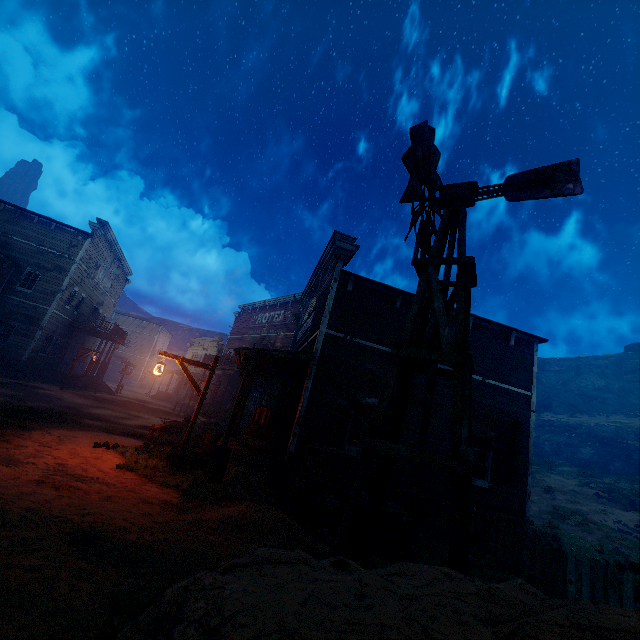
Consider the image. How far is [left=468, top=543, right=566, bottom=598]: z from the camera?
7.20m

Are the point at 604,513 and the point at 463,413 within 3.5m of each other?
no

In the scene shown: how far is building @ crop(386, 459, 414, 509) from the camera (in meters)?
9.48

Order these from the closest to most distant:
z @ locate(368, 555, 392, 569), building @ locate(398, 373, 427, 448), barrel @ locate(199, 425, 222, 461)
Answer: z @ locate(368, 555, 392, 569) → building @ locate(398, 373, 427, 448) → barrel @ locate(199, 425, 222, 461)

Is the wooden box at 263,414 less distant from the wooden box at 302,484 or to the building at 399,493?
the building at 399,493

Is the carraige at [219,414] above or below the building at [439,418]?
below

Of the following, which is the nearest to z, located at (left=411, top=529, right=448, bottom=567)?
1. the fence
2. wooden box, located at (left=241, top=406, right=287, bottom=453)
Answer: the fence
